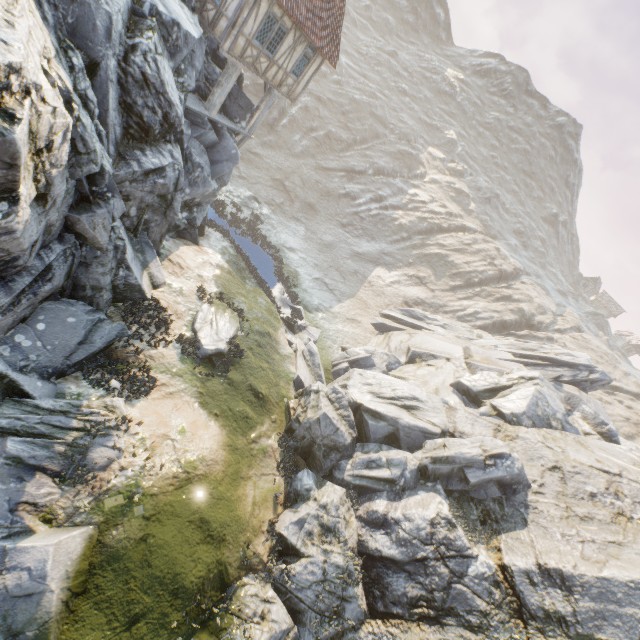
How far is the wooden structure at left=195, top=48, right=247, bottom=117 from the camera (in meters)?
15.83

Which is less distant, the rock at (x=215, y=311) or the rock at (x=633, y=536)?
the rock at (x=633, y=536)

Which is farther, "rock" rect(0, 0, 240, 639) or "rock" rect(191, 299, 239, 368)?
"rock" rect(191, 299, 239, 368)

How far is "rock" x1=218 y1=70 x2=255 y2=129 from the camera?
18.9m

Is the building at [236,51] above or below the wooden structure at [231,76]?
above

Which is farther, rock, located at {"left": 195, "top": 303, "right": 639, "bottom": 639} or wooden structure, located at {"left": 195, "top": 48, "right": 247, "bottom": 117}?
wooden structure, located at {"left": 195, "top": 48, "right": 247, "bottom": 117}

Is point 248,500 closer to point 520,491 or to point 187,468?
point 187,468
